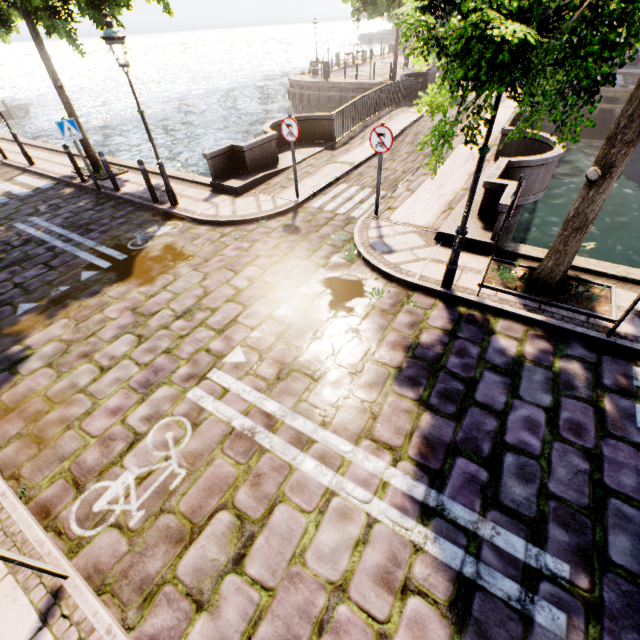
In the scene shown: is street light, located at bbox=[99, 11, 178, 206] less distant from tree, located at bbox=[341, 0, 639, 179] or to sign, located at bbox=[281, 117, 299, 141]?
tree, located at bbox=[341, 0, 639, 179]

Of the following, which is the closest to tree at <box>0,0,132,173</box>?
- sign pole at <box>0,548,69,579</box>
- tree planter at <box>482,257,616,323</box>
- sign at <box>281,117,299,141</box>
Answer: tree planter at <box>482,257,616,323</box>

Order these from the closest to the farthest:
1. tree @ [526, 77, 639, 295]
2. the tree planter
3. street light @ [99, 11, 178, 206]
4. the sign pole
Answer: the sign pole < tree @ [526, 77, 639, 295] < the tree planter < street light @ [99, 11, 178, 206]

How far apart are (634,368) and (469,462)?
2.9 meters

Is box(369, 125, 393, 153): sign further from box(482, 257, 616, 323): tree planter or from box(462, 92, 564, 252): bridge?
box(482, 257, 616, 323): tree planter

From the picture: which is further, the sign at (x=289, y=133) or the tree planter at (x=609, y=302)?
the sign at (x=289, y=133)

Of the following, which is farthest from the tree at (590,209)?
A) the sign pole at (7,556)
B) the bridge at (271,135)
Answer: the sign pole at (7,556)

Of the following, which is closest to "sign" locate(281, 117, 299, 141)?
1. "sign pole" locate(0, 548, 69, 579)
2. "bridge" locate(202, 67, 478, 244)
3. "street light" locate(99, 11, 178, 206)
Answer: "bridge" locate(202, 67, 478, 244)
